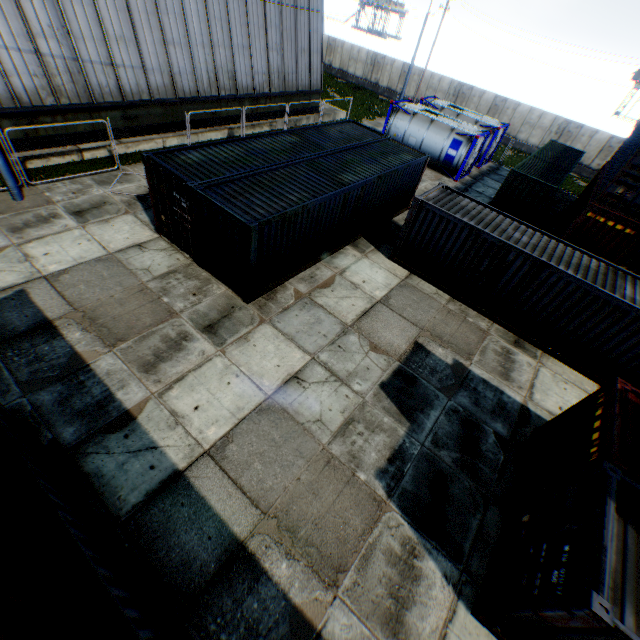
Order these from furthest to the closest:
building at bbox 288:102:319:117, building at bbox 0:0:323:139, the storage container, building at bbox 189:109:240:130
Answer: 1. building at bbox 288:102:319:117
2. building at bbox 189:109:240:130
3. building at bbox 0:0:323:139
4. the storage container

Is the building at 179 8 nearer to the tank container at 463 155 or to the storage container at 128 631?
the tank container at 463 155

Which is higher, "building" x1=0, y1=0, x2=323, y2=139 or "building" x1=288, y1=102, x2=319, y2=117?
"building" x1=0, y1=0, x2=323, y2=139

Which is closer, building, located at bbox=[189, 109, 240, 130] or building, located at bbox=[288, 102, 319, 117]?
building, located at bbox=[189, 109, 240, 130]

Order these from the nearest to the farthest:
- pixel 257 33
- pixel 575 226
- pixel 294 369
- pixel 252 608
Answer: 1. pixel 252 608
2. pixel 294 369
3. pixel 575 226
4. pixel 257 33

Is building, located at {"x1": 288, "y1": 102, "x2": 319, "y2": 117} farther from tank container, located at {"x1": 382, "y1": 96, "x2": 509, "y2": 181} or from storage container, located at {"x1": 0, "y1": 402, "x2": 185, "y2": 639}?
storage container, located at {"x1": 0, "y1": 402, "x2": 185, "y2": 639}
